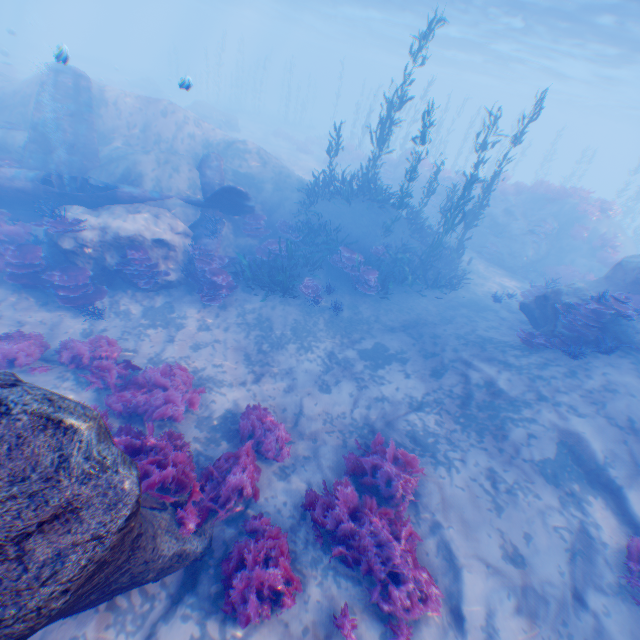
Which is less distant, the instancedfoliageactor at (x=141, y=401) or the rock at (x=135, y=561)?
the rock at (x=135, y=561)

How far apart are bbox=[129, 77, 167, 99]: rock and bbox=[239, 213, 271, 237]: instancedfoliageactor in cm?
3457

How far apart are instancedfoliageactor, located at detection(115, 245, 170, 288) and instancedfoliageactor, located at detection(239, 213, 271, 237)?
3.9 meters

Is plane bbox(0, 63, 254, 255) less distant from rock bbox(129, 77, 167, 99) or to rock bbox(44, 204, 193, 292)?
rock bbox(44, 204, 193, 292)

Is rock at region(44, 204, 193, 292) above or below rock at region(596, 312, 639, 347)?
below

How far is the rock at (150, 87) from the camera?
36.78m

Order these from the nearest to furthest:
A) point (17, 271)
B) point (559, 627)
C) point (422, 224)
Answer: point (559, 627)
point (17, 271)
point (422, 224)

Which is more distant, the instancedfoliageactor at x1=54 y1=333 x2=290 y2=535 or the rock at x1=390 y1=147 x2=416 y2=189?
the rock at x1=390 y1=147 x2=416 y2=189
